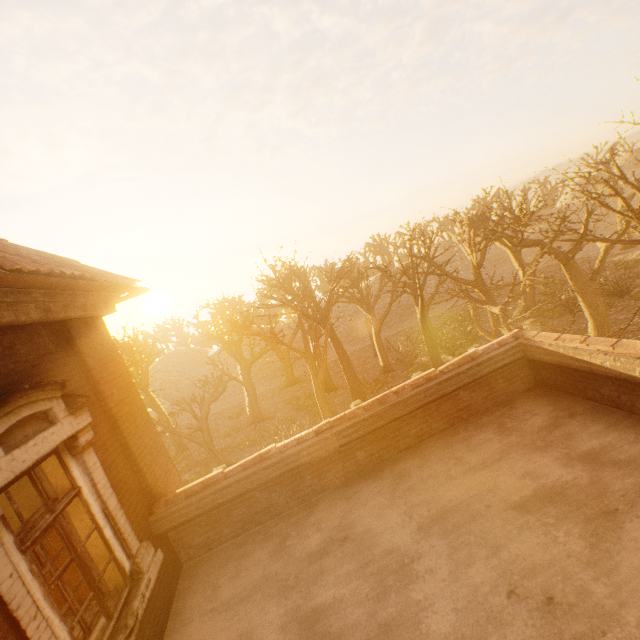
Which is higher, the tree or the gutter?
the gutter

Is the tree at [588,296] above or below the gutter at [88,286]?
Result: below

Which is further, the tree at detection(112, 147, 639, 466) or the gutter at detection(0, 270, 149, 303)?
the tree at detection(112, 147, 639, 466)

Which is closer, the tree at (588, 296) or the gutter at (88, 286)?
the gutter at (88, 286)

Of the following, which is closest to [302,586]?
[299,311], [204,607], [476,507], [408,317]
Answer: [204,607]
